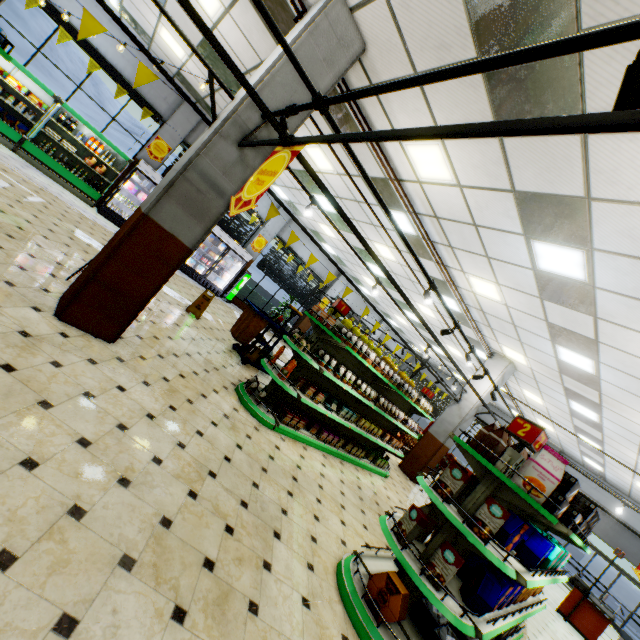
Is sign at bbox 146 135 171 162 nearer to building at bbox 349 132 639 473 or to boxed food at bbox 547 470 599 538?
building at bbox 349 132 639 473

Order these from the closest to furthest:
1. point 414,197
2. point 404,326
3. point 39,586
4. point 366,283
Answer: point 39,586 → point 414,197 → point 366,283 → point 404,326

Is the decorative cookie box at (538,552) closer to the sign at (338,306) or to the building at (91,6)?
the building at (91,6)

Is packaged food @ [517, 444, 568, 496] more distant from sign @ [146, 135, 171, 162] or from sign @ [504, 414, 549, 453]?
sign @ [146, 135, 171, 162]

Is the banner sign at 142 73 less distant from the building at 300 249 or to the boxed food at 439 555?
the building at 300 249

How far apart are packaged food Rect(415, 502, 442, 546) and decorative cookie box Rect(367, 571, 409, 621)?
0.49m

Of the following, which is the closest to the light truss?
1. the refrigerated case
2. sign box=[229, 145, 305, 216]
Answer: sign box=[229, 145, 305, 216]

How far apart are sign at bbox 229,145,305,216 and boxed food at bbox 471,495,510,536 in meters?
3.3
